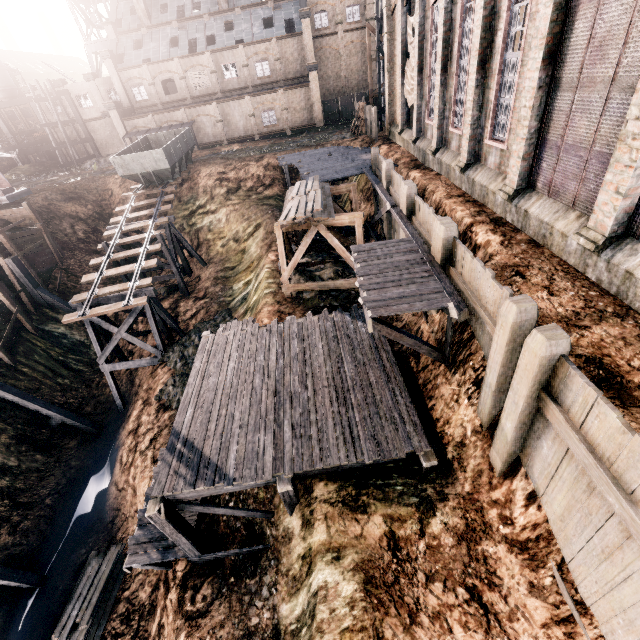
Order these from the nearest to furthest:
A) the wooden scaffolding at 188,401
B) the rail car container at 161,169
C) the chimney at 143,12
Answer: the wooden scaffolding at 188,401 < the rail car container at 161,169 < the chimney at 143,12

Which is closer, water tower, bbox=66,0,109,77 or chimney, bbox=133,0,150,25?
chimney, bbox=133,0,150,25

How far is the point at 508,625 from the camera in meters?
6.8

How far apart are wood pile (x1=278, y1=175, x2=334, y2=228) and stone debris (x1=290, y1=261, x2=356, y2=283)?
3.5 meters

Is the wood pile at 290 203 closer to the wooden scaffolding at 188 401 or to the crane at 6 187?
the wooden scaffolding at 188 401

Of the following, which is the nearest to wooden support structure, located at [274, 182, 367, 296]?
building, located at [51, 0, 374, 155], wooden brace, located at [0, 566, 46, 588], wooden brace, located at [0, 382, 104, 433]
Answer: wooden brace, located at [0, 382, 104, 433]

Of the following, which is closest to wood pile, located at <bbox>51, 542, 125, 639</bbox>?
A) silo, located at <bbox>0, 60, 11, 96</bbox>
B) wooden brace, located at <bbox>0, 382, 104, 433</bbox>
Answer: wooden brace, located at <bbox>0, 382, 104, 433</bbox>
